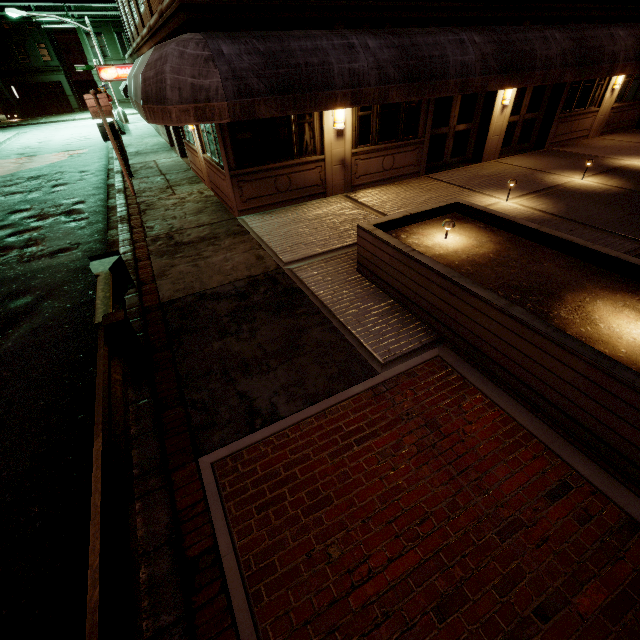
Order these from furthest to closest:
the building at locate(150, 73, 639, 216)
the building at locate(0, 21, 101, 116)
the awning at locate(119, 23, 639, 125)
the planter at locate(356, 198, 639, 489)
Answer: the building at locate(0, 21, 101, 116) < the building at locate(150, 73, 639, 216) < the awning at locate(119, 23, 639, 125) < the planter at locate(356, 198, 639, 489)

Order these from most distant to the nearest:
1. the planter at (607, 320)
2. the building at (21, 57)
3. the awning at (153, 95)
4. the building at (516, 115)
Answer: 1. the building at (21, 57)
2. the building at (516, 115)
3. the awning at (153, 95)
4. the planter at (607, 320)

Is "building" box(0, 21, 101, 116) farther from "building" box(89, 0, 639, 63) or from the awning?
the awning

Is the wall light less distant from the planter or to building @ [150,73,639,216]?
building @ [150,73,639,216]

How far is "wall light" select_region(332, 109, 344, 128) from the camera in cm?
898

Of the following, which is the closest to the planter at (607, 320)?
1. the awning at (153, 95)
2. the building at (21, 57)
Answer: the awning at (153, 95)

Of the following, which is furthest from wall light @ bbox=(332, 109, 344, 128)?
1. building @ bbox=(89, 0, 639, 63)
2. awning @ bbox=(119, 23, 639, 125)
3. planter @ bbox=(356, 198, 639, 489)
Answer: planter @ bbox=(356, 198, 639, 489)

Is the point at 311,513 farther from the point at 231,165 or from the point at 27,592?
the point at 231,165
